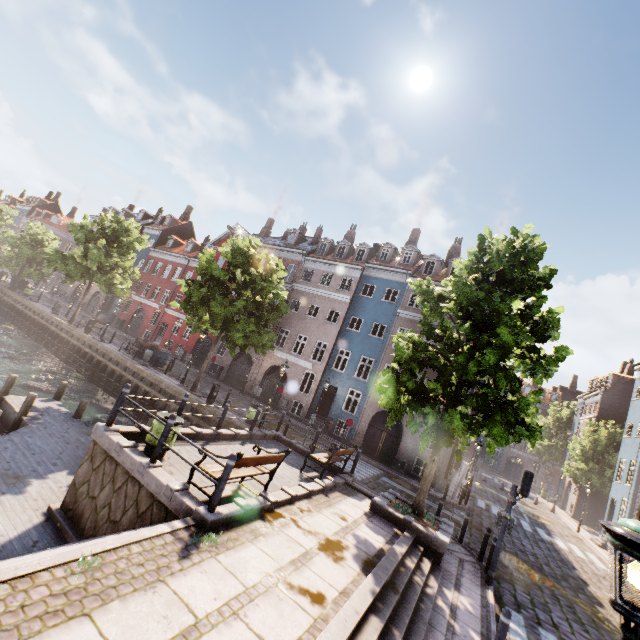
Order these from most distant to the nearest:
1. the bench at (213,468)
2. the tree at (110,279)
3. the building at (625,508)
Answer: the tree at (110,279) → the building at (625,508) → the bench at (213,468)

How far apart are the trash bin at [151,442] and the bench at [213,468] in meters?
1.6

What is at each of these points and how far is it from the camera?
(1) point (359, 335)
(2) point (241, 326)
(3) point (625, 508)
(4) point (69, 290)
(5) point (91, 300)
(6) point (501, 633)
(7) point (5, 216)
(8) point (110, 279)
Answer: (1) building, 25.45m
(2) tree, 18.52m
(3) building, 21.39m
(4) building, 47.84m
(5) building, 44.06m
(6) bollard, 5.94m
(7) tree, 44.34m
(8) tree, 27.34m

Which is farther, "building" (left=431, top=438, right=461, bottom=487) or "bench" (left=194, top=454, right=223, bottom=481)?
"building" (left=431, top=438, right=461, bottom=487)

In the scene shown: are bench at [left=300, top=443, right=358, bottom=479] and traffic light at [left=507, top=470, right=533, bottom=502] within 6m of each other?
yes

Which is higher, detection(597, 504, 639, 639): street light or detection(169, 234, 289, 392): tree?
detection(169, 234, 289, 392): tree

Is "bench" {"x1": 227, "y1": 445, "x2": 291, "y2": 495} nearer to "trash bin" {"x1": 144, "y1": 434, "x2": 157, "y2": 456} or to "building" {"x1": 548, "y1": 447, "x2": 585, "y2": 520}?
"trash bin" {"x1": 144, "y1": 434, "x2": 157, "y2": 456}

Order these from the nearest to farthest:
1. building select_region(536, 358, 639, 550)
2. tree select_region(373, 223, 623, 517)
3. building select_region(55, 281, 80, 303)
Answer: tree select_region(373, 223, 623, 517) → building select_region(536, 358, 639, 550) → building select_region(55, 281, 80, 303)
